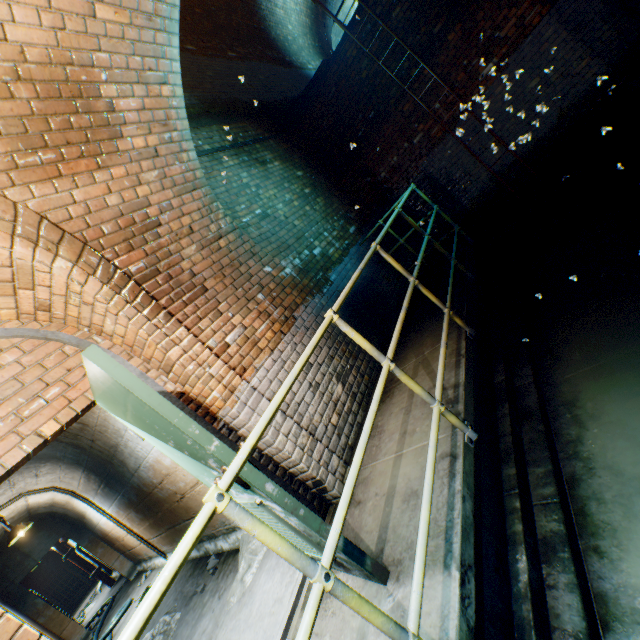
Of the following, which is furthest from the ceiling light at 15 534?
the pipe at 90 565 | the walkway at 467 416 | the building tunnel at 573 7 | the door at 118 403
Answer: the walkway at 467 416

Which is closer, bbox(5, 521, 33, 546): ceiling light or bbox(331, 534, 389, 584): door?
bbox(331, 534, 389, 584): door

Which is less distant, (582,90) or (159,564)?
(582,90)

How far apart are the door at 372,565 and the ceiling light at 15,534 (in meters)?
5.96

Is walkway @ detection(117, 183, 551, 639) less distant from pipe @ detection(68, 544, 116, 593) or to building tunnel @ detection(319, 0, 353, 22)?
building tunnel @ detection(319, 0, 353, 22)

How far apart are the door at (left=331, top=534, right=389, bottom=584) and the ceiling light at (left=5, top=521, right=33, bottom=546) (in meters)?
5.96

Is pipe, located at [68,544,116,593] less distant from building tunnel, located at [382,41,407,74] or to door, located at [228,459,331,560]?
building tunnel, located at [382,41,407,74]
